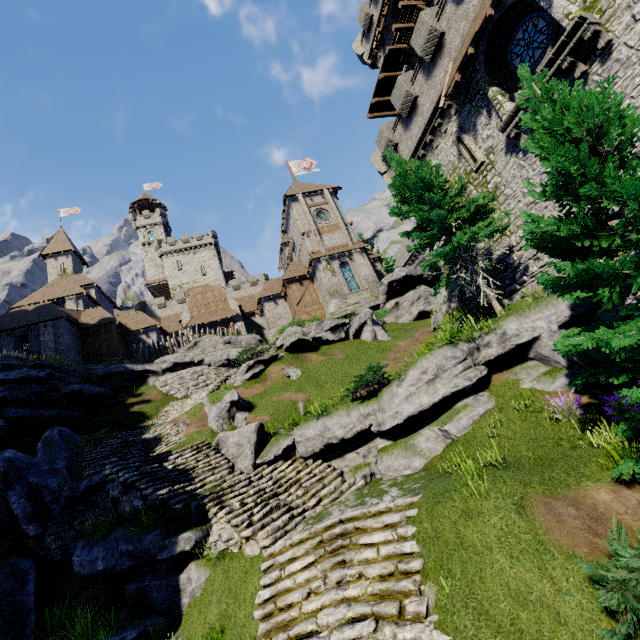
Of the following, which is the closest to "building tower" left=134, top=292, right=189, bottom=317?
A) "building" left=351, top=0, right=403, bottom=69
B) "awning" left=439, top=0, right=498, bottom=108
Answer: "building" left=351, top=0, right=403, bottom=69

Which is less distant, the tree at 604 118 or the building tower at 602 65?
the tree at 604 118

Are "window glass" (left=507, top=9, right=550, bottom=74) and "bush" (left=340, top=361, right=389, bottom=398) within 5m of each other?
no

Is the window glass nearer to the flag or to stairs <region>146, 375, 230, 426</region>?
stairs <region>146, 375, 230, 426</region>

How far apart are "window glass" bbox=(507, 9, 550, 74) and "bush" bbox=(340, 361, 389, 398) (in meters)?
13.95

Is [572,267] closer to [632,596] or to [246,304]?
[632,596]

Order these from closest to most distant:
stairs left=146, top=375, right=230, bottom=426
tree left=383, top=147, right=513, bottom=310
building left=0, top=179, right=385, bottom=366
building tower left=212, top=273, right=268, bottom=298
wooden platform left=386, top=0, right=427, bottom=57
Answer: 1. tree left=383, top=147, right=513, bottom=310
2. stairs left=146, top=375, right=230, bottom=426
3. wooden platform left=386, top=0, right=427, bottom=57
4. building left=0, top=179, right=385, bottom=366
5. building tower left=212, top=273, right=268, bottom=298

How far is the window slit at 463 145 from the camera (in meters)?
16.11
